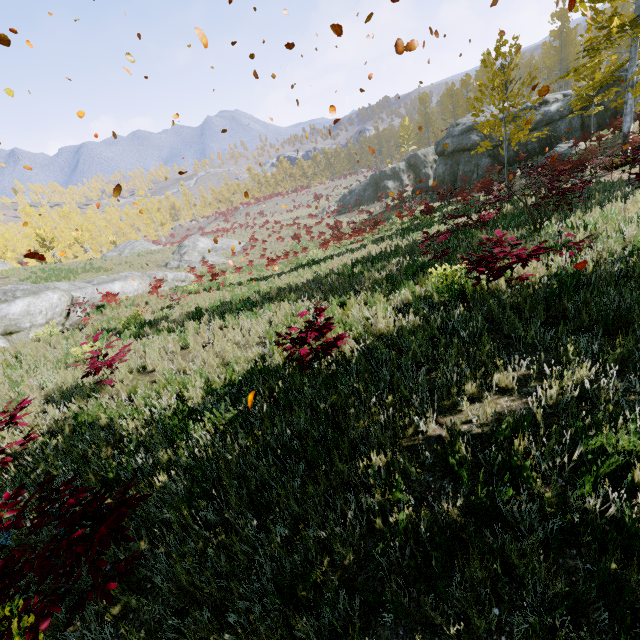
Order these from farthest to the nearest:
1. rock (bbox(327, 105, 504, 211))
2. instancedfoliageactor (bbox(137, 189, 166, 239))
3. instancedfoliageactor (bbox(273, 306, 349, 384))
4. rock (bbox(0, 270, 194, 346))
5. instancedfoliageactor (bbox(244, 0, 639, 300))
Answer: instancedfoliageactor (bbox(137, 189, 166, 239)) < rock (bbox(327, 105, 504, 211)) < rock (bbox(0, 270, 194, 346)) < instancedfoliageactor (bbox(244, 0, 639, 300)) < instancedfoliageactor (bbox(273, 306, 349, 384))

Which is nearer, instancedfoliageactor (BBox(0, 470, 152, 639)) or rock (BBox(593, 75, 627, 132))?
instancedfoliageactor (BBox(0, 470, 152, 639))

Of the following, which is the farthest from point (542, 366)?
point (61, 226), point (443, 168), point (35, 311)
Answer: point (61, 226)

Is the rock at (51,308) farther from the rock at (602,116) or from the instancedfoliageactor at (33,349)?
the rock at (602,116)

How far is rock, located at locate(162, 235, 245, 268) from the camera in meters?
29.5 m

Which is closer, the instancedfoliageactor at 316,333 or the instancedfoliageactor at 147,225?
the instancedfoliageactor at 316,333

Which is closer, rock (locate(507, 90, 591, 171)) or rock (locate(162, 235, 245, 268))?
rock (locate(507, 90, 591, 171))

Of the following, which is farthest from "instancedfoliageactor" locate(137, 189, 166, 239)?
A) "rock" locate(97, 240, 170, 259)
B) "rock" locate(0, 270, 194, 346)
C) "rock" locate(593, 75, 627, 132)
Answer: "rock" locate(0, 270, 194, 346)
